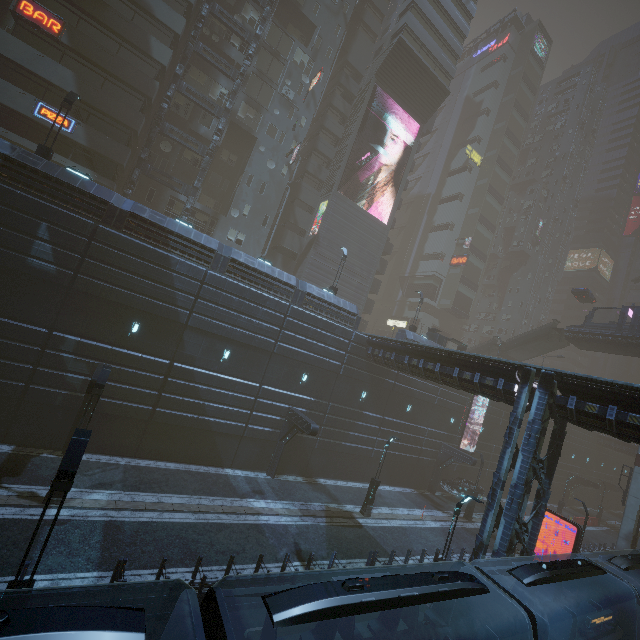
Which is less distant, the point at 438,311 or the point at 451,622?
the point at 451,622

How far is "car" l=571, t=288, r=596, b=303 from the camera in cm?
4069

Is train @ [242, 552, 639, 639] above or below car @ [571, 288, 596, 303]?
below

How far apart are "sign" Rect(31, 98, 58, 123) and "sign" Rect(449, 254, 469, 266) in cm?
5431

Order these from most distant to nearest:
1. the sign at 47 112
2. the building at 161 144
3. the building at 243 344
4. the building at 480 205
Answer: the building at 480 205
the building at 161 144
the sign at 47 112
the building at 243 344

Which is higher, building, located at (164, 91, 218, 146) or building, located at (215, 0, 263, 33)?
building, located at (215, 0, 263, 33)

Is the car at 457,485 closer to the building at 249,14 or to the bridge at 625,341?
the building at 249,14

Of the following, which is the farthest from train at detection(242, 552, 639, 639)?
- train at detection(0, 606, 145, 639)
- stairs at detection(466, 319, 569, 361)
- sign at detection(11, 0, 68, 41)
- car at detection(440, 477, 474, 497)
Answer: sign at detection(11, 0, 68, 41)
